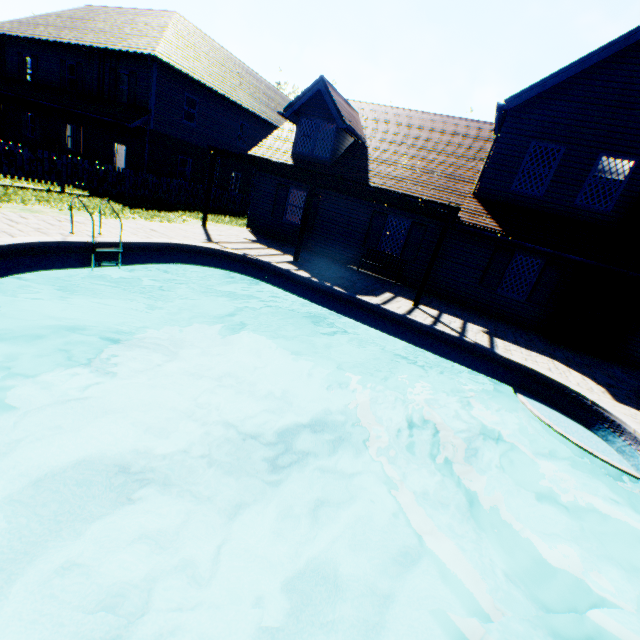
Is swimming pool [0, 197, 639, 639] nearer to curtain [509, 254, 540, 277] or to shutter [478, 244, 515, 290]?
shutter [478, 244, 515, 290]

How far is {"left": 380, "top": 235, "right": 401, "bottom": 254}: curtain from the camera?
13.8 meters

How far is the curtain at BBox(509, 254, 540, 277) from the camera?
11.83m

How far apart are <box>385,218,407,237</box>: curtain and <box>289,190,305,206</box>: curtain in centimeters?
406cm

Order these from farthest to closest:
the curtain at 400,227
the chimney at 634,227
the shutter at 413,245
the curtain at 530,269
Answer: the curtain at 400,227 → the shutter at 413,245 → the curtain at 530,269 → the chimney at 634,227

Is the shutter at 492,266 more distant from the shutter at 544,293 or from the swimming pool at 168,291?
the swimming pool at 168,291

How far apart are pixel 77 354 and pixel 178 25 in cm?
2437

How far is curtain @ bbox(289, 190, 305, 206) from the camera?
15.3m
